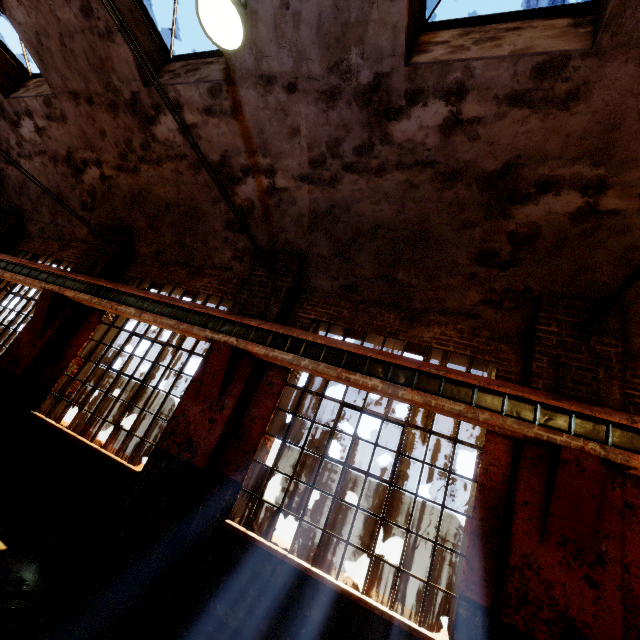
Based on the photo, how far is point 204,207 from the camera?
7.0 meters

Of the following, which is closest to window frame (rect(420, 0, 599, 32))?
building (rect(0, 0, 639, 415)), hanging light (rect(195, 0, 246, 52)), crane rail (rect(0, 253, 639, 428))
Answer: building (rect(0, 0, 639, 415))

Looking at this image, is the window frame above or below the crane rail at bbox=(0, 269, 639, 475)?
above

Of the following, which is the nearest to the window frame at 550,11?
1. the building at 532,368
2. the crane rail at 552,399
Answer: the building at 532,368

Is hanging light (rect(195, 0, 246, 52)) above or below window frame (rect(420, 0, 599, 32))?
below

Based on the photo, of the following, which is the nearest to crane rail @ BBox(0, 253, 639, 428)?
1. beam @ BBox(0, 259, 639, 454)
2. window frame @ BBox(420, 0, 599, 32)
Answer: beam @ BBox(0, 259, 639, 454)

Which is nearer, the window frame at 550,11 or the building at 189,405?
the building at 189,405
